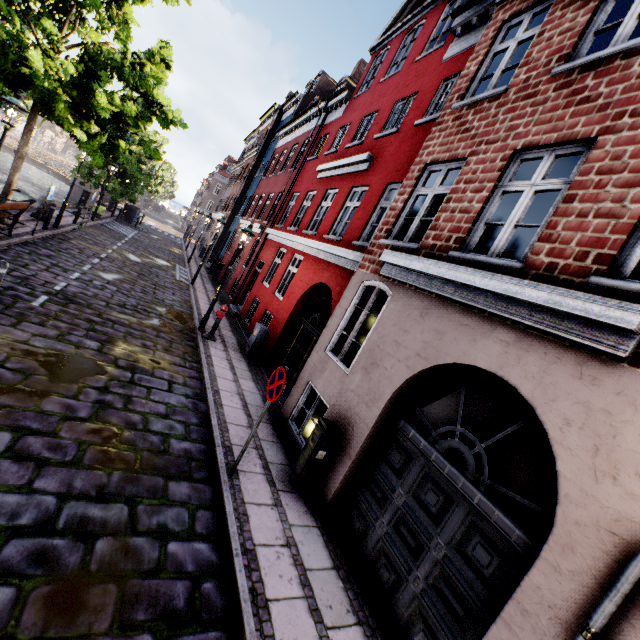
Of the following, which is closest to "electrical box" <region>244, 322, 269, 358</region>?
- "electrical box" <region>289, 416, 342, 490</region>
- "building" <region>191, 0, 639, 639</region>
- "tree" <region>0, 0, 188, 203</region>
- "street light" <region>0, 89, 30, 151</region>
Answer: "building" <region>191, 0, 639, 639</region>

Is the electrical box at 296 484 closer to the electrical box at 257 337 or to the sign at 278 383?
the sign at 278 383

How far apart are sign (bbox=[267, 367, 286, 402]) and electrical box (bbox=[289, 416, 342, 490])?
1.2m

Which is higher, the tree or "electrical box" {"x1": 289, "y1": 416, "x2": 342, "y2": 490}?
the tree

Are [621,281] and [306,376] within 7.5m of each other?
yes

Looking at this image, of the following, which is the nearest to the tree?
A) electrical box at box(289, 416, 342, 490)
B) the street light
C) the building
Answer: the street light

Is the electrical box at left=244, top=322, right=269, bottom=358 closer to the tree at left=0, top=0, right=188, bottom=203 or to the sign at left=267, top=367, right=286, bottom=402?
the sign at left=267, top=367, right=286, bottom=402

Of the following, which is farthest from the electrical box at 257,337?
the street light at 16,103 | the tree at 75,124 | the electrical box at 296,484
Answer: the tree at 75,124
